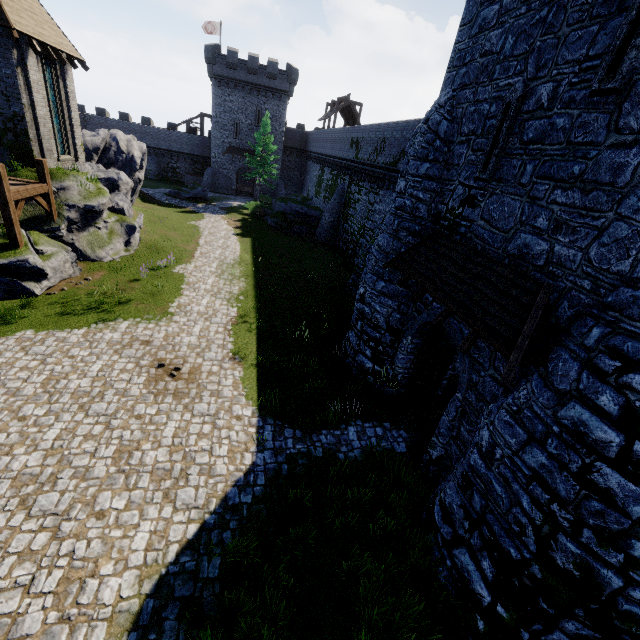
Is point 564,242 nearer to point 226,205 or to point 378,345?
point 378,345

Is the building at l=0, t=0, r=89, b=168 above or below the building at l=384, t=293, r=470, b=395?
above

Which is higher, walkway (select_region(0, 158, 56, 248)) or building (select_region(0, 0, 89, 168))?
building (select_region(0, 0, 89, 168))

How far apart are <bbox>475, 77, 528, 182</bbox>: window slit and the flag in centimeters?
5185cm

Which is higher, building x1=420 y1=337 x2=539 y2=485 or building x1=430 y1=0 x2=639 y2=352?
building x1=430 y1=0 x2=639 y2=352

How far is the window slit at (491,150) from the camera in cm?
733

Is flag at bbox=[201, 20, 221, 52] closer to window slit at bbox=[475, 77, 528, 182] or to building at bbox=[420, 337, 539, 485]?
building at bbox=[420, 337, 539, 485]

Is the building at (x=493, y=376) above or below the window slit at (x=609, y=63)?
below
